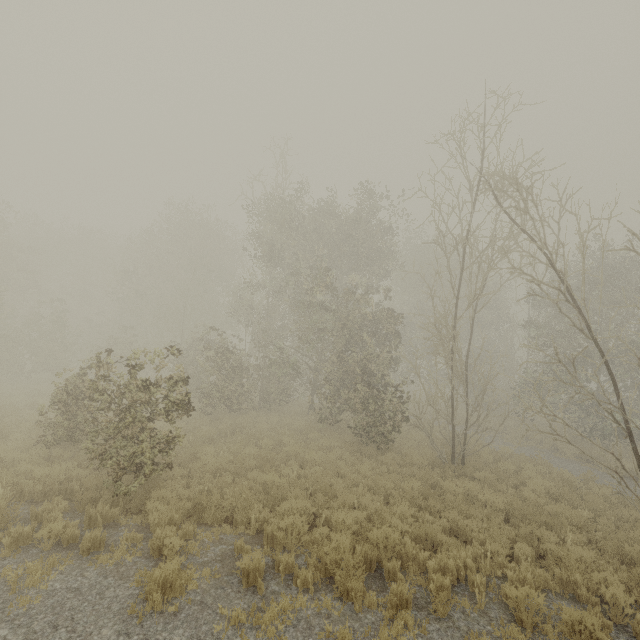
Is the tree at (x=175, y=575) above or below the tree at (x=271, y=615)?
below

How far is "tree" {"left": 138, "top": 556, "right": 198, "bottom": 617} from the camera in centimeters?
481cm

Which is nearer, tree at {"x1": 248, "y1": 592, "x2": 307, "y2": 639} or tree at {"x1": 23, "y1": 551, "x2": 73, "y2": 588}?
tree at {"x1": 248, "y1": 592, "x2": 307, "y2": 639}

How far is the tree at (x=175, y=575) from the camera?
4.8m

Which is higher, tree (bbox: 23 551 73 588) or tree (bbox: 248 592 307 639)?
tree (bbox: 248 592 307 639)

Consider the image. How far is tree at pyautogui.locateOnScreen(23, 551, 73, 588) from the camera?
5.0m

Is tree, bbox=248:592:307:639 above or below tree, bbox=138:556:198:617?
above

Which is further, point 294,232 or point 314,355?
point 314,355
